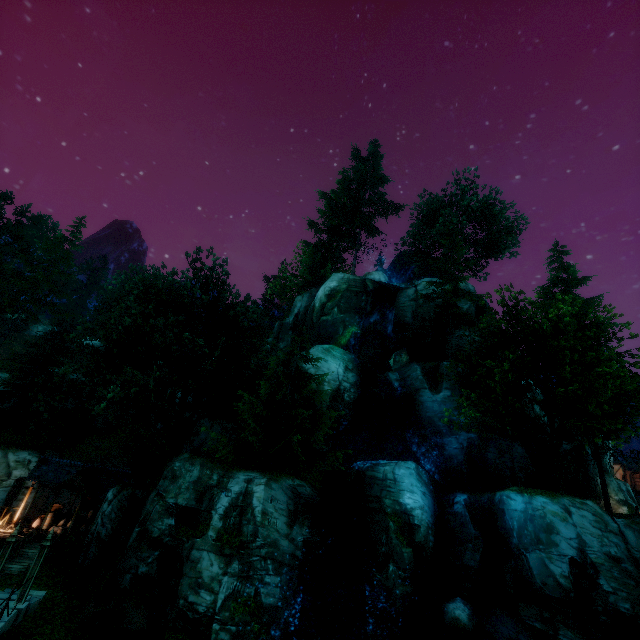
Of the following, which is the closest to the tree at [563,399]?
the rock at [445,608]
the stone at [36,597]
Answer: the stone at [36,597]

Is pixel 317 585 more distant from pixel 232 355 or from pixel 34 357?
pixel 34 357

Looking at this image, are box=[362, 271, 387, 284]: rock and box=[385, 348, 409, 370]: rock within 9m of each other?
yes

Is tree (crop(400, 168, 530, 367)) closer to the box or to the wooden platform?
the wooden platform

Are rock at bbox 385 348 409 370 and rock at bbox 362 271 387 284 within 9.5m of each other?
yes

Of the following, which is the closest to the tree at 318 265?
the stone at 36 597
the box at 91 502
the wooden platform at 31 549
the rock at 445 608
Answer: the wooden platform at 31 549

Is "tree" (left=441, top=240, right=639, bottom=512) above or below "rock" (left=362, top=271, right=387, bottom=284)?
below

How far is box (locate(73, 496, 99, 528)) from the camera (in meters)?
25.03
